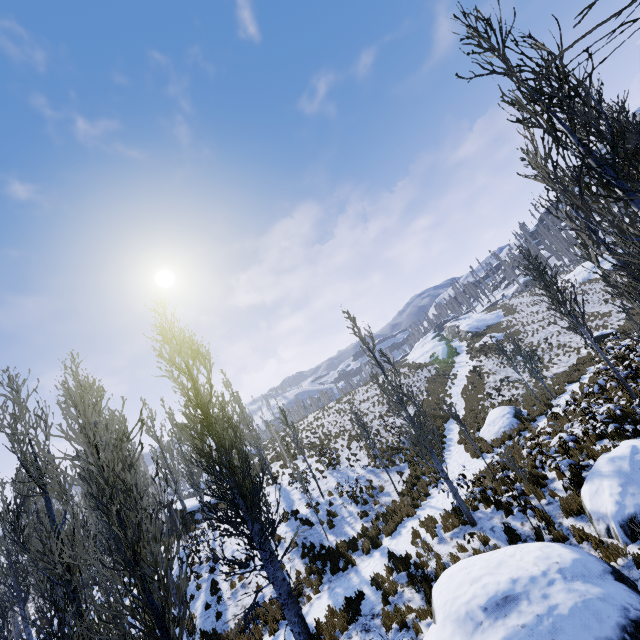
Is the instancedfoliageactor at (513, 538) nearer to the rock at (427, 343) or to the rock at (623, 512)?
the rock at (623, 512)

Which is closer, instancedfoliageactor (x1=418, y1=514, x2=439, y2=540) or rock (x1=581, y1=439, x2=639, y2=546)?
rock (x1=581, y1=439, x2=639, y2=546)

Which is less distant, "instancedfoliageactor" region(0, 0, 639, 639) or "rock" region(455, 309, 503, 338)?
"instancedfoliageactor" region(0, 0, 639, 639)

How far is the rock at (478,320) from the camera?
48.8 meters

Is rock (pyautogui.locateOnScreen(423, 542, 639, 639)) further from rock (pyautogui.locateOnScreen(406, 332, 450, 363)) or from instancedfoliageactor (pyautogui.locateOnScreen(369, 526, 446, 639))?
rock (pyautogui.locateOnScreen(406, 332, 450, 363))

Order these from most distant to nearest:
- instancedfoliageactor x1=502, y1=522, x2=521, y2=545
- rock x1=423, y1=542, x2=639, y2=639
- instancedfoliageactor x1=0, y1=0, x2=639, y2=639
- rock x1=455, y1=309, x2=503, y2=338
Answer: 1. rock x1=455, y1=309, x2=503, y2=338
2. instancedfoliageactor x1=502, y1=522, x2=521, y2=545
3. rock x1=423, y1=542, x2=639, y2=639
4. instancedfoliageactor x1=0, y1=0, x2=639, y2=639

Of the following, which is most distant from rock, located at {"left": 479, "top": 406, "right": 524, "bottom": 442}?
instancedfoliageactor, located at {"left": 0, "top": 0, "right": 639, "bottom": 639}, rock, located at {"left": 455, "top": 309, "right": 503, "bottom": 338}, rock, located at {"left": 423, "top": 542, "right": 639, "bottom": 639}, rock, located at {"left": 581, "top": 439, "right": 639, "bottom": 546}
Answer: rock, located at {"left": 455, "top": 309, "right": 503, "bottom": 338}

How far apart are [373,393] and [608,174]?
39.1m
